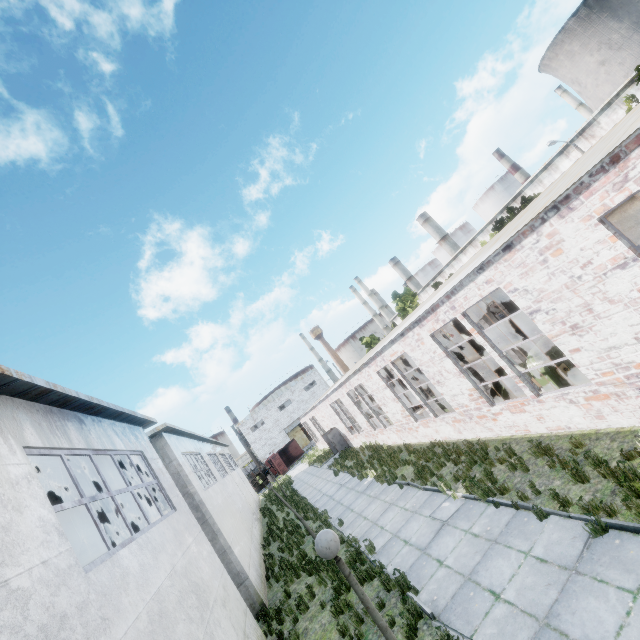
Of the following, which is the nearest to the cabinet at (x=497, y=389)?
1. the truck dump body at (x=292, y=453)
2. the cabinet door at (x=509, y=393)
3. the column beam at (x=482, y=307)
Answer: the cabinet door at (x=509, y=393)

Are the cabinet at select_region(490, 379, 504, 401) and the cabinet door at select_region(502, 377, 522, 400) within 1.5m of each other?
yes

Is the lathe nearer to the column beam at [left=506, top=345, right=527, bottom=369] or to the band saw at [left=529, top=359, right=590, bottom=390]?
the column beam at [left=506, top=345, right=527, bottom=369]

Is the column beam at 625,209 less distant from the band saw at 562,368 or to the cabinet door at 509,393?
the band saw at 562,368

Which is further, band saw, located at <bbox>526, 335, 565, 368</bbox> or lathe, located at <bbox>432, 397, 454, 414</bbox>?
lathe, located at <bbox>432, 397, 454, 414</bbox>

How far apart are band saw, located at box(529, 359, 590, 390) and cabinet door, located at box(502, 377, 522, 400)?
3.0 meters

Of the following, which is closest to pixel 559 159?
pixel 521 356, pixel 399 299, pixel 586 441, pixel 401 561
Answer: pixel 399 299

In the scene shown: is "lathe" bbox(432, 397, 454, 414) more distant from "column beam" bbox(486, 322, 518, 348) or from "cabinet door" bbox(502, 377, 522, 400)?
"column beam" bbox(486, 322, 518, 348)
